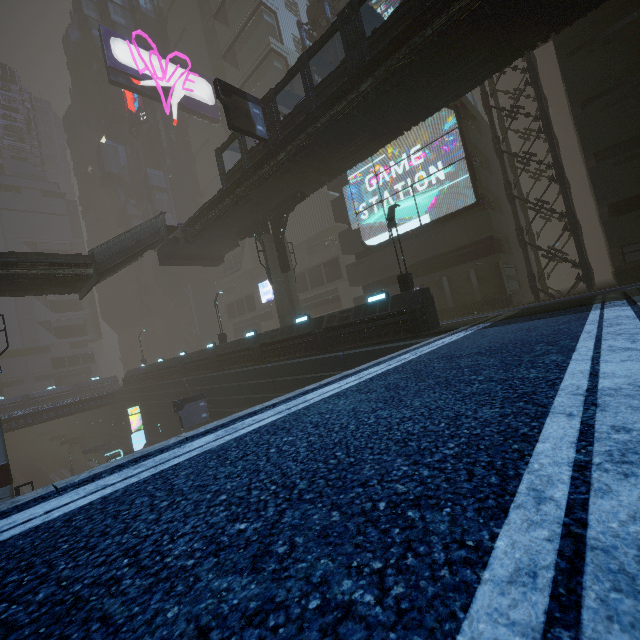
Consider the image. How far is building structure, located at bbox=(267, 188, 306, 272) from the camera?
22.12m

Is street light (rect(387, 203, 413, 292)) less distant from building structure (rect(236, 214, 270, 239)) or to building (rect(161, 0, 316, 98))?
building (rect(161, 0, 316, 98))

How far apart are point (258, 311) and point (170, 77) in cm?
3183

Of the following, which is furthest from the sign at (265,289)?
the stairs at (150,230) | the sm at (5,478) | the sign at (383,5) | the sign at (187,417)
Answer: the sign at (187,417)

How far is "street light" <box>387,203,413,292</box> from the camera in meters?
16.3

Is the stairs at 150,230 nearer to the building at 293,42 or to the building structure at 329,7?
the building structure at 329,7

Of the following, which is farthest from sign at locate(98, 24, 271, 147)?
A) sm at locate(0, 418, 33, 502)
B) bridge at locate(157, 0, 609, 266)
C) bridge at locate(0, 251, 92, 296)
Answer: sm at locate(0, 418, 33, 502)

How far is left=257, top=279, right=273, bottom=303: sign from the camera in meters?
42.3 m
